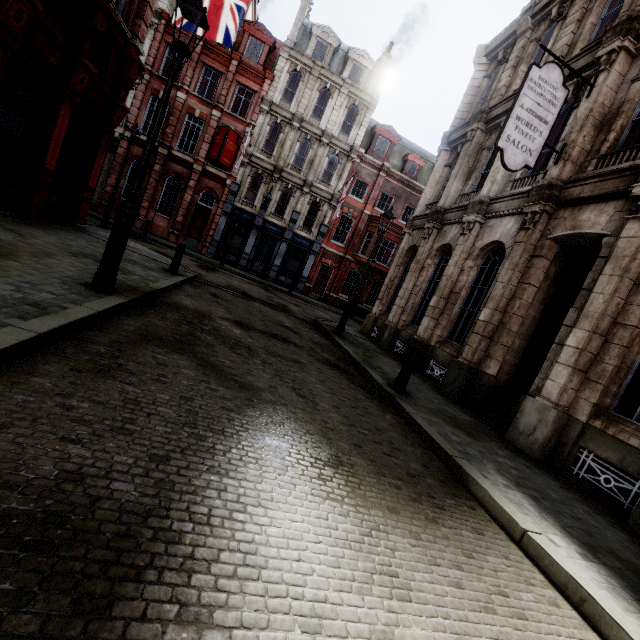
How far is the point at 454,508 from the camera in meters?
3.3

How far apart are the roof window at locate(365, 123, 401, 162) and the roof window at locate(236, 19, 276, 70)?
9.5m

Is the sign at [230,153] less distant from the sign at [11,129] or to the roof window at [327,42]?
the roof window at [327,42]

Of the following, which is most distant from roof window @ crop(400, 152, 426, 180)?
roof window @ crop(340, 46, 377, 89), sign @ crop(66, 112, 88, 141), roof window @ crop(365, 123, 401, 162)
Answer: sign @ crop(66, 112, 88, 141)

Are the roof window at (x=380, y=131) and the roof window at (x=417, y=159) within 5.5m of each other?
yes

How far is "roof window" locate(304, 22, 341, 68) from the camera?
24.47m

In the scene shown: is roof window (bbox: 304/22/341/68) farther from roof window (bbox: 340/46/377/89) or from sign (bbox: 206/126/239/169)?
sign (bbox: 206/126/239/169)

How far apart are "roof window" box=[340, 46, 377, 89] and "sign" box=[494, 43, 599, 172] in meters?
22.2
